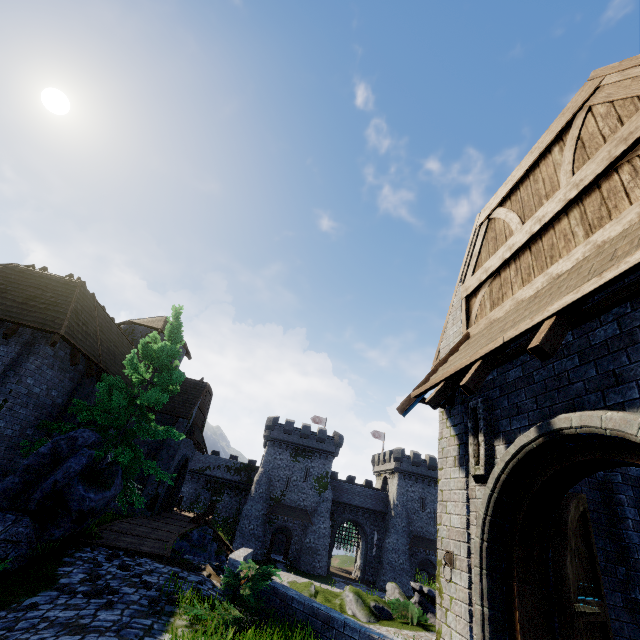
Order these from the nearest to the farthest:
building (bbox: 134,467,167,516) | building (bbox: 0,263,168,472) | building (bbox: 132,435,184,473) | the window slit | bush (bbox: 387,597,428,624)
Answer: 1. the window slit
2. building (bbox: 0,263,168,472)
3. bush (bbox: 387,597,428,624)
4. building (bbox: 134,467,167,516)
5. building (bbox: 132,435,184,473)

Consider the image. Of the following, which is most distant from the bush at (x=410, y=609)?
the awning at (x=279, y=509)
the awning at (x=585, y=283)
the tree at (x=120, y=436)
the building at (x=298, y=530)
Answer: the building at (x=298, y=530)

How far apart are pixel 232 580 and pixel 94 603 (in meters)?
2.78

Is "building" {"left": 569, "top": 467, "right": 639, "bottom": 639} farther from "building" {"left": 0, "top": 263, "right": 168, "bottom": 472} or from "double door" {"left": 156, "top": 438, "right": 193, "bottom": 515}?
"double door" {"left": 156, "top": 438, "right": 193, "bottom": 515}

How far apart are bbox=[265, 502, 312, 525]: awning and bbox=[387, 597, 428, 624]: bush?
26.1 meters

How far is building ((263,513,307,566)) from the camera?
40.56m

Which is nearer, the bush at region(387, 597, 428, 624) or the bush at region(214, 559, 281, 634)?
the bush at region(214, 559, 281, 634)

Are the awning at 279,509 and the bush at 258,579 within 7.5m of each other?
no
